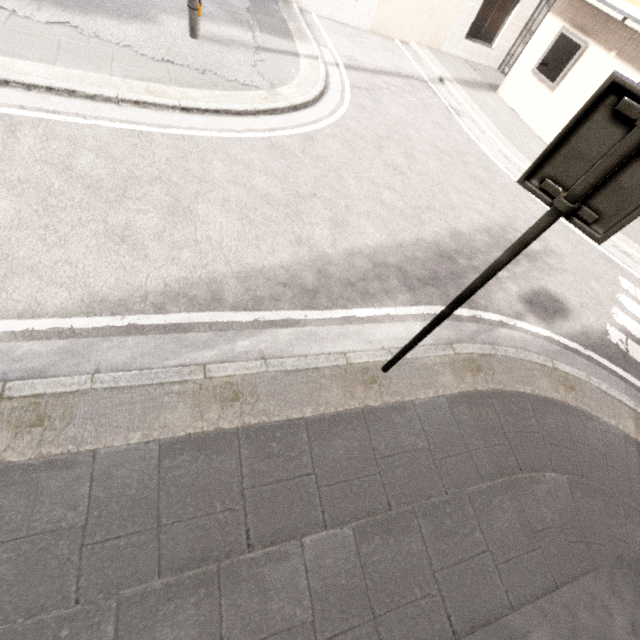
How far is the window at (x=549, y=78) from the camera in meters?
9.0

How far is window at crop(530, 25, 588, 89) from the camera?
9.0m

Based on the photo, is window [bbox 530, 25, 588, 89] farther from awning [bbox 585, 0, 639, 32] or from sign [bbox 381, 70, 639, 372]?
sign [bbox 381, 70, 639, 372]

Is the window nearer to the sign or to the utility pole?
the utility pole

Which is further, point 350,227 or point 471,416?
point 350,227

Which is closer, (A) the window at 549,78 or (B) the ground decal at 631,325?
(B) the ground decal at 631,325

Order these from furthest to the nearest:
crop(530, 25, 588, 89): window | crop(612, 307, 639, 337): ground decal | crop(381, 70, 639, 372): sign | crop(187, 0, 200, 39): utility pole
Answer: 1. crop(530, 25, 588, 89): window
2. crop(187, 0, 200, 39): utility pole
3. crop(612, 307, 639, 337): ground decal
4. crop(381, 70, 639, 372): sign

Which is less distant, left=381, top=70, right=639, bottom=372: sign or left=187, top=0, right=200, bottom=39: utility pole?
left=381, top=70, right=639, bottom=372: sign
